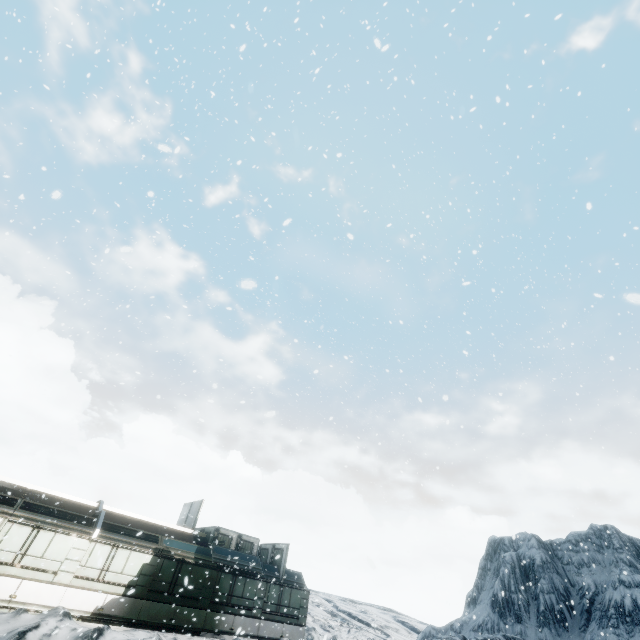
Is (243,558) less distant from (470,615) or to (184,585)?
(184,585)
